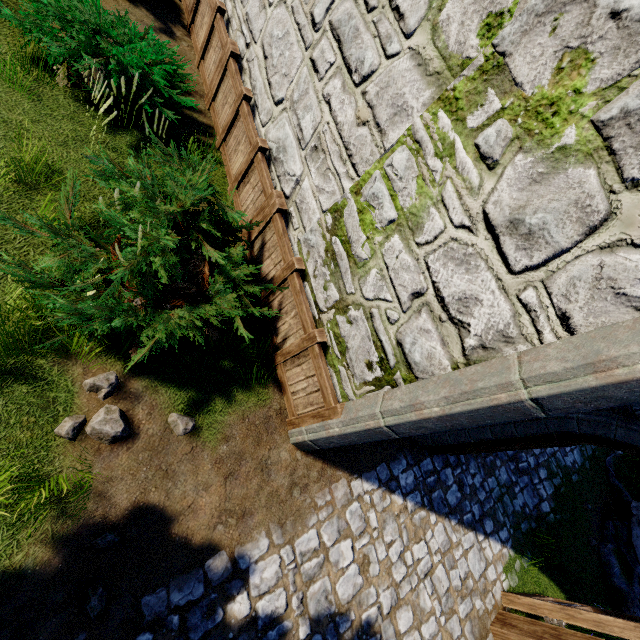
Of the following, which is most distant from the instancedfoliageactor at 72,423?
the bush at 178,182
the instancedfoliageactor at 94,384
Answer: the bush at 178,182

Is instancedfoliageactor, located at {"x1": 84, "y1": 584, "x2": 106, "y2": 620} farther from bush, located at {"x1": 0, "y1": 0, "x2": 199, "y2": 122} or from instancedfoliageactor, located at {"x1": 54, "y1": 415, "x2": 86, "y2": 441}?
bush, located at {"x1": 0, "y1": 0, "x2": 199, "y2": 122}

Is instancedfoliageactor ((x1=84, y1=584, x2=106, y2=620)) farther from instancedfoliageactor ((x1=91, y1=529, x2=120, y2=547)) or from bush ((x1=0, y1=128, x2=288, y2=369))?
bush ((x1=0, y1=128, x2=288, y2=369))

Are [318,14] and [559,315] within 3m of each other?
no

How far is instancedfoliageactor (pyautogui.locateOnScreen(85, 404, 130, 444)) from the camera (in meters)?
3.16

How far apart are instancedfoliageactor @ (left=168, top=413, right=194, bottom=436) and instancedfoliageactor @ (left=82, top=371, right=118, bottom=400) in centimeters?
64cm

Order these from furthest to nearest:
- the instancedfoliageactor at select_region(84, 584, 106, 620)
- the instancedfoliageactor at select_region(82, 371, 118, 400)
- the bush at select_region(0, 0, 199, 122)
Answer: the bush at select_region(0, 0, 199, 122) < the instancedfoliageactor at select_region(82, 371, 118, 400) < the instancedfoliageactor at select_region(84, 584, 106, 620)

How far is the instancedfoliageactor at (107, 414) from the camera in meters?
3.2 m
